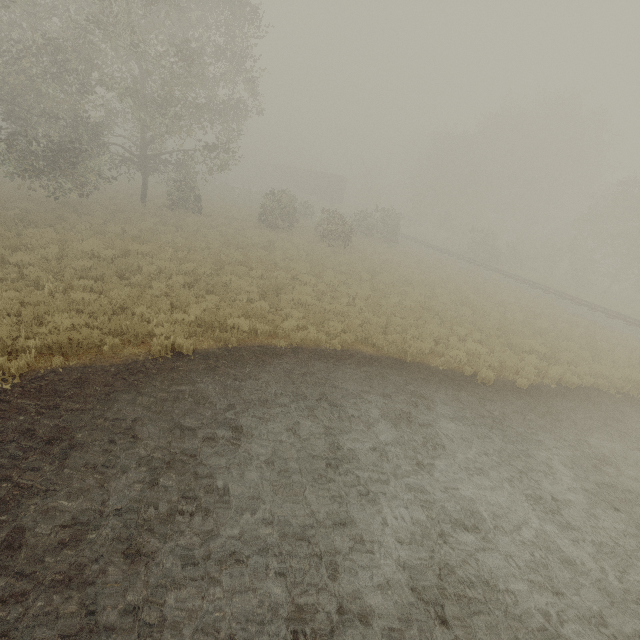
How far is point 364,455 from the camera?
6.5 meters

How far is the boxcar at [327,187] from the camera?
48.7 meters

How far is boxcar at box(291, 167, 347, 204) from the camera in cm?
4872
